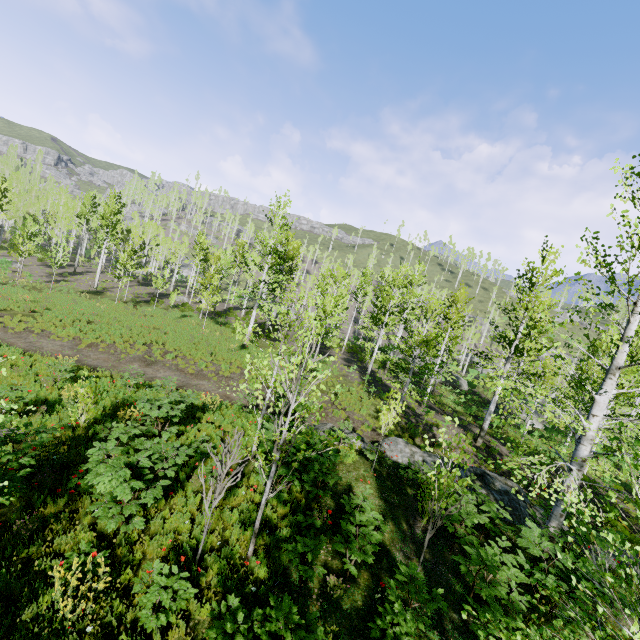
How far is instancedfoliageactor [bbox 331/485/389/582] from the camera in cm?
612

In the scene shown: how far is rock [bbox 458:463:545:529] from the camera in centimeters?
1031cm

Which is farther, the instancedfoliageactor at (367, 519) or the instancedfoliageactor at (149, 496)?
the instancedfoliageactor at (367, 519)

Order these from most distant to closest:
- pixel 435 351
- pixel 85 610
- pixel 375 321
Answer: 1. pixel 375 321
2. pixel 435 351
3. pixel 85 610

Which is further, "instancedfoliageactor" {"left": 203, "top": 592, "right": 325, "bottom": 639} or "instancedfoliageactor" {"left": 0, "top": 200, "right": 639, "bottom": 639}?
"instancedfoliageactor" {"left": 0, "top": 200, "right": 639, "bottom": 639}

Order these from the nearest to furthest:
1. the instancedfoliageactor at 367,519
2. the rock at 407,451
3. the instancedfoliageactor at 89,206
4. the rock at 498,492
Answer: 1. the instancedfoliageactor at 367,519
2. the rock at 498,492
3. the rock at 407,451
4. the instancedfoliageactor at 89,206
